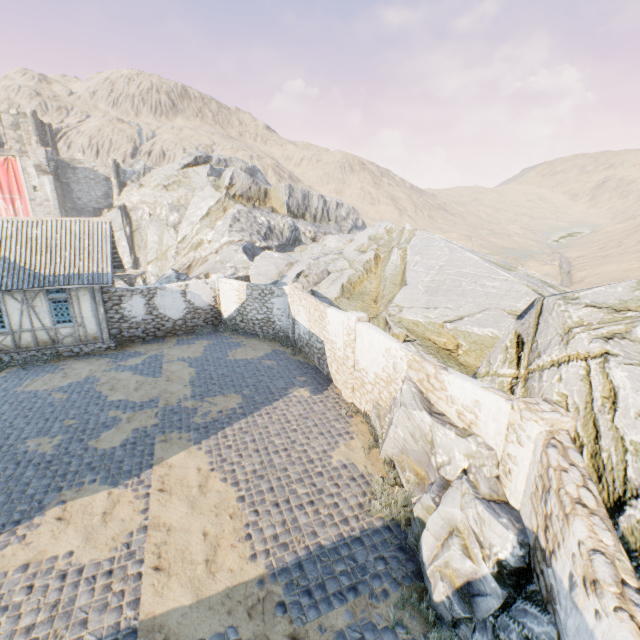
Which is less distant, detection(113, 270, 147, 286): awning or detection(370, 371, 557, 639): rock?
detection(370, 371, 557, 639): rock

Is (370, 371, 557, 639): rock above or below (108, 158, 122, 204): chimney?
below

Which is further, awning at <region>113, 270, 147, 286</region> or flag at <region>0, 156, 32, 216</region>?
flag at <region>0, 156, 32, 216</region>

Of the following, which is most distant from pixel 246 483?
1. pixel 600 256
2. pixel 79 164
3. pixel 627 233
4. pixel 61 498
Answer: pixel 627 233

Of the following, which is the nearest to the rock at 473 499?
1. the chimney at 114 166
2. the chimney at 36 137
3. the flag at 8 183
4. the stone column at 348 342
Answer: the chimney at 114 166

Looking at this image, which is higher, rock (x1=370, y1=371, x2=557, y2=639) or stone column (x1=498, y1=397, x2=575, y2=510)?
stone column (x1=498, y1=397, x2=575, y2=510)

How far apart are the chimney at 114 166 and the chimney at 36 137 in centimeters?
734cm

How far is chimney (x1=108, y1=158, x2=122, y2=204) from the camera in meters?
43.0 m
